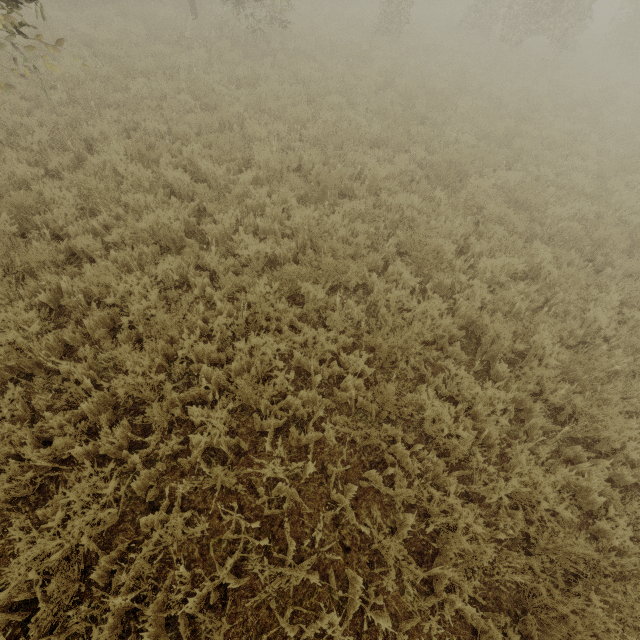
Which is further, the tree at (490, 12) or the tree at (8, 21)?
the tree at (490, 12)

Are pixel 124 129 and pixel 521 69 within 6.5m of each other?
no

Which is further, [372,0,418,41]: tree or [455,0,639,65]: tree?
[372,0,418,41]: tree

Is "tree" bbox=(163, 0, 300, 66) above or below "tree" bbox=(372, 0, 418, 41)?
below

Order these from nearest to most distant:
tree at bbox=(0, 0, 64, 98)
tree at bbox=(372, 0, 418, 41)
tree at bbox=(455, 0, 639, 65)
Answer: tree at bbox=(0, 0, 64, 98)
tree at bbox=(455, 0, 639, 65)
tree at bbox=(372, 0, 418, 41)

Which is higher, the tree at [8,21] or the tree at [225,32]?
the tree at [8,21]
